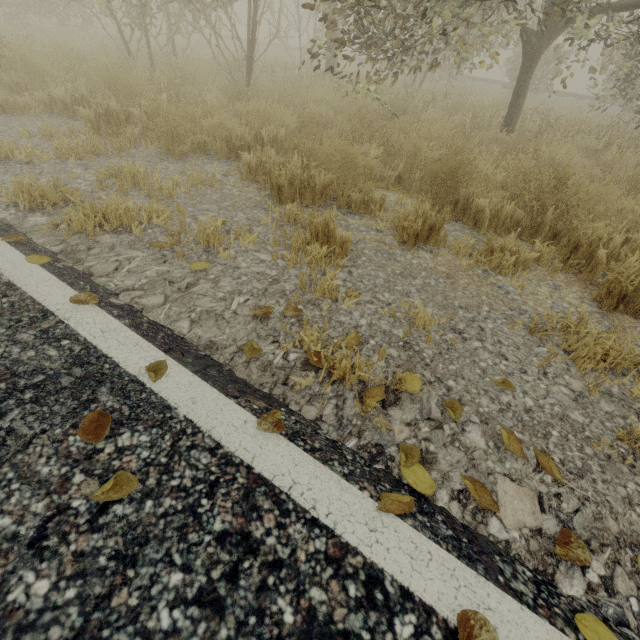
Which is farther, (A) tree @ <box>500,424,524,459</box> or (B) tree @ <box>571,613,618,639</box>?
(A) tree @ <box>500,424,524,459</box>

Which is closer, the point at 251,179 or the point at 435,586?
the point at 435,586

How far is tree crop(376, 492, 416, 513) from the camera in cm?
106

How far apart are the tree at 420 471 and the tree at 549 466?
0.5m

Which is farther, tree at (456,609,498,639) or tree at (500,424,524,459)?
tree at (500,424,524,459)

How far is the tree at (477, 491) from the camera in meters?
1.2 m

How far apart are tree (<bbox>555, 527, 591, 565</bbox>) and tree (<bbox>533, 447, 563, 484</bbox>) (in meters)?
0.53

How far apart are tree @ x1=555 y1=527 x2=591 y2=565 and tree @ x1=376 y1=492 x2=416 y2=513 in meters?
0.5
